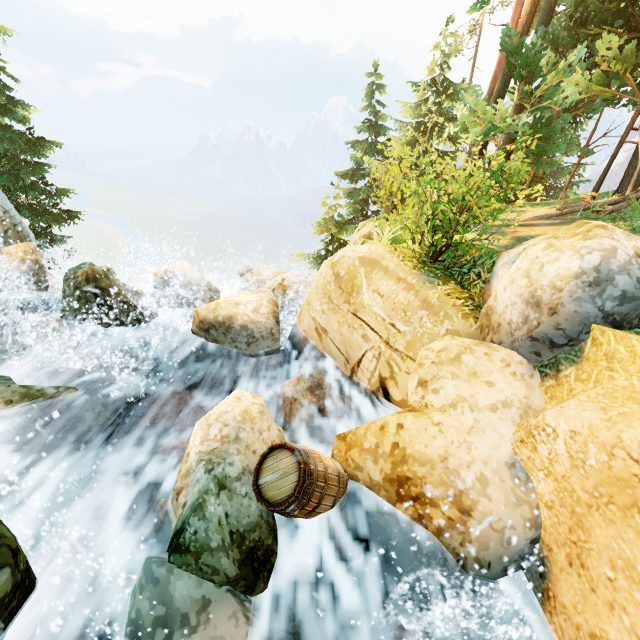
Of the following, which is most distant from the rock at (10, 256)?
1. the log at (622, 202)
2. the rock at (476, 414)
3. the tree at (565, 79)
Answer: the log at (622, 202)

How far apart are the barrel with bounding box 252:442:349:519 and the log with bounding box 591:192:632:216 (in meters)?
13.10

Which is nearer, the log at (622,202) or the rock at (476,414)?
the rock at (476,414)

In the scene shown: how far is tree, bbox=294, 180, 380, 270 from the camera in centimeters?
1494cm

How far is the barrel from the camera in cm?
311

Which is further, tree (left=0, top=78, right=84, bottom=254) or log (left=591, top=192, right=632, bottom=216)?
tree (left=0, top=78, right=84, bottom=254)

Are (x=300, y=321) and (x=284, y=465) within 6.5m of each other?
yes

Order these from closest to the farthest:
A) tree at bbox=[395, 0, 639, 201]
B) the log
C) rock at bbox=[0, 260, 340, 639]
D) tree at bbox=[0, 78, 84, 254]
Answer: rock at bbox=[0, 260, 340, 639] < tree at bbox=[395, 0, 639, 201] < the log < tree at bbox=[0, 78, 84, 254]
